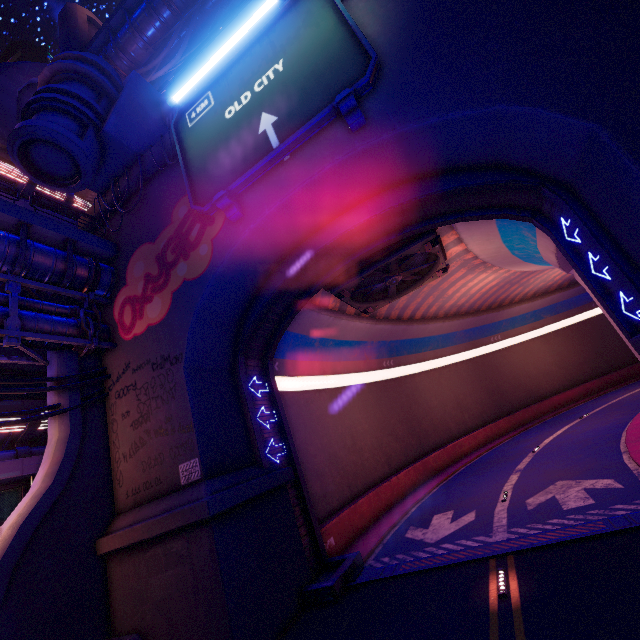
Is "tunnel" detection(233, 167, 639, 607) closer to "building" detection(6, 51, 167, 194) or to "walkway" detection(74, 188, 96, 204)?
"building" detection(6, 51, 167, 194)

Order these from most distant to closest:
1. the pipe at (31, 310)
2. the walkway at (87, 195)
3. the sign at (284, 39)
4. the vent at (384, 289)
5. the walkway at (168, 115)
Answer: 1. the walkway at (87, 195)
2. the walkway at (168, 115)
3. the vent at (384, 289)
4. the pipe at (31, 310)
5. the sign at (284, 39)

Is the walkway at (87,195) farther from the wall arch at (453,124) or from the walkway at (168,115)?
the wall arch at (453,124)

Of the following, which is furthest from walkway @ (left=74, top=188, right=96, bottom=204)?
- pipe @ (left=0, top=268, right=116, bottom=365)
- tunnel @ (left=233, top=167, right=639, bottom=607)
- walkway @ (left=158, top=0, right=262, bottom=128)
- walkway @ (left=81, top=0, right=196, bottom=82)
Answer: walkway @ (left=81, top=0, right=196, bottom=82)

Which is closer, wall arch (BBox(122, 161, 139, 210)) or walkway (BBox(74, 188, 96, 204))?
wall arch (BBox(122, 161, 139, 210))

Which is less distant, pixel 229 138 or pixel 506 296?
pixel 229 138

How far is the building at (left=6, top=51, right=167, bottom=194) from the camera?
11.9m

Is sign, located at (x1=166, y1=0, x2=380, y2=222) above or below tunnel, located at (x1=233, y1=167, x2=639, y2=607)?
above
